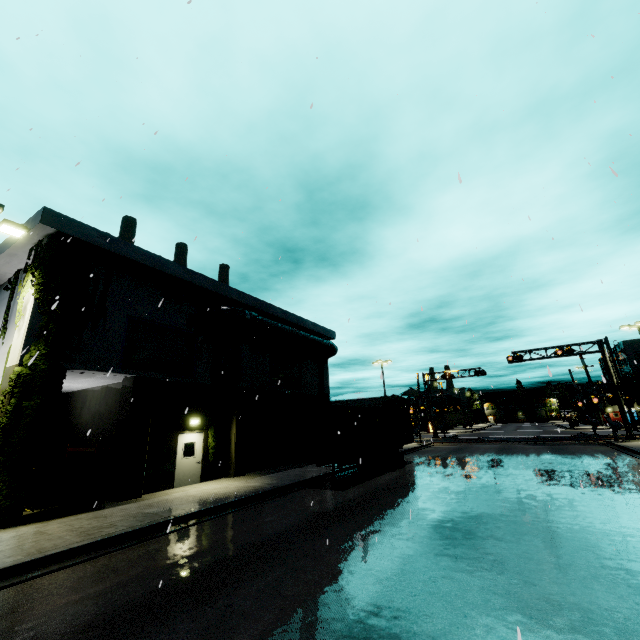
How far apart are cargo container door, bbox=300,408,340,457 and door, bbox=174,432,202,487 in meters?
5.2

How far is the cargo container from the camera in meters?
15.1

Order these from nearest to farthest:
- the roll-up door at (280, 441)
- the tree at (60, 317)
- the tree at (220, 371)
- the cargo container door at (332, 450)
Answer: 1. the tree at (60, 317)
2. the cargo container door at (332, 450)
3. the tree at (220, 371)
4. the roll-up door at (280, 441)

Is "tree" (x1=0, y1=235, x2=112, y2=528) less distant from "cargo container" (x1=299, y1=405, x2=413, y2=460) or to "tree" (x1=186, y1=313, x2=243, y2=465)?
"tree" (x1=186, y1=313, x2=243, y2=465)

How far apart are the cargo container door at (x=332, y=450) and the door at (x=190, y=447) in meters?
5.2

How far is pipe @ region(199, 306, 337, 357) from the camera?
18.1 meters

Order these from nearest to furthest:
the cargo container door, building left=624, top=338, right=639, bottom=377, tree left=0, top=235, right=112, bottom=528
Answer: tree left=0, top=235, right=112, bottom=528 < the cargo container door < building left=624, top=338, right=639, bottom=377

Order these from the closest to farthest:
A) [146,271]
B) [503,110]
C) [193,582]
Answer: [193,582] → [503,110] → [146,271]
